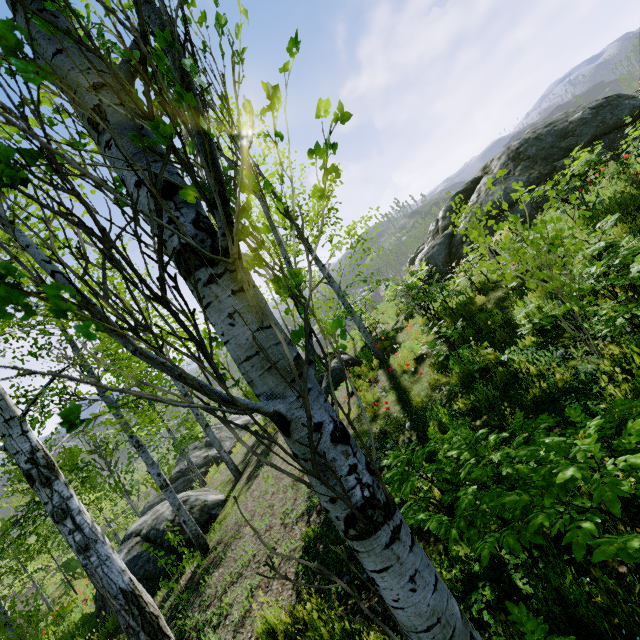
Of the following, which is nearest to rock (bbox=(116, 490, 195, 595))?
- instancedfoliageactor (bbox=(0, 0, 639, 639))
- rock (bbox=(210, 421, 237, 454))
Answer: instancedfoliageactor (bbox=(0, 0, 639, 639))

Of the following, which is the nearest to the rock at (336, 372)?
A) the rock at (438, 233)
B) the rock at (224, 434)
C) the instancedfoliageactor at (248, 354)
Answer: the instancedfoliageactor at (248, 354)

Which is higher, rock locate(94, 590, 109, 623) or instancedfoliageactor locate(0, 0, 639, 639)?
instancedfoliageactor locate(0, 0, 639, 639)

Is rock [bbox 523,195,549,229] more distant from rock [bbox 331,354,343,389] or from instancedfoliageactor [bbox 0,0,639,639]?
rock [bbox 331,354,343,389]

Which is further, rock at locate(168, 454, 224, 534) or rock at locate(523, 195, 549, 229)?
rock at locate(523, 195, 549, 229)

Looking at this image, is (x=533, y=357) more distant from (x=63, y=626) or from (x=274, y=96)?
(x=63, y=626)

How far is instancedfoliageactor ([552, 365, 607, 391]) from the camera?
3.6m

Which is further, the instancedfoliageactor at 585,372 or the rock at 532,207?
the rock at 532,207
